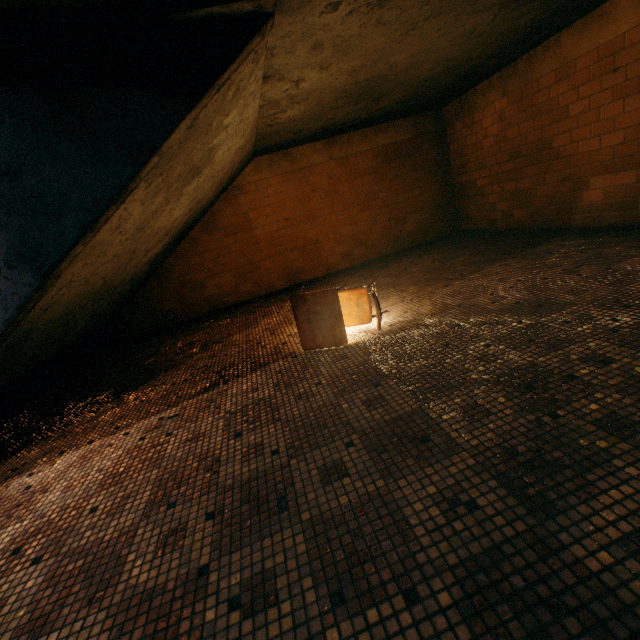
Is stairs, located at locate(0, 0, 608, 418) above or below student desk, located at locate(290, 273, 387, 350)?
above

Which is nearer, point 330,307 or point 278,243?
point 330,307

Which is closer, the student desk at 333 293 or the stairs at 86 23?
the stairs at 86 23

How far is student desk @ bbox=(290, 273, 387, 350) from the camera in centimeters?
286cm

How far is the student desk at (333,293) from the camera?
2.9 meters

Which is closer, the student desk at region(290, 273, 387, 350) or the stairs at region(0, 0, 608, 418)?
the stairs at region(0, 0, 608, 418)
